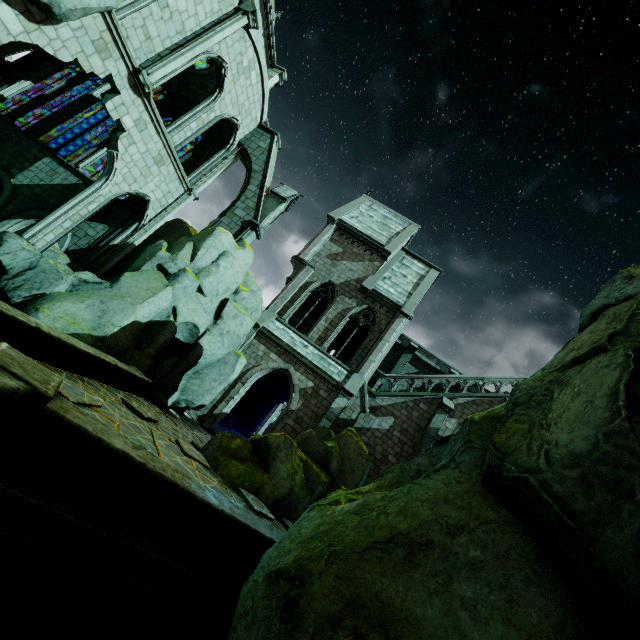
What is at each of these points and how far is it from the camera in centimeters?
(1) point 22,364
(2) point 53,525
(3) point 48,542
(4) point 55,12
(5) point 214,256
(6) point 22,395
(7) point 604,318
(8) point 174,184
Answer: (1) column base, 418cm
(2) wall trim, 411cm
(3) bridge, 404cm
(4) rock, 918cm
(5) rock, 1483cm
(6) wall trim, 372cm
(7) rock, 471cm
(8) building, 1678cm

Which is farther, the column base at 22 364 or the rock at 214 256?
the rock at 214 256

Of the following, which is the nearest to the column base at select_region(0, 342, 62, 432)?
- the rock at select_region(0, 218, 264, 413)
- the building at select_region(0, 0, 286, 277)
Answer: the rock at select_region(0, 218, 264, 413)

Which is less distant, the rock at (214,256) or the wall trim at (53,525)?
the wall trim at (53,525)

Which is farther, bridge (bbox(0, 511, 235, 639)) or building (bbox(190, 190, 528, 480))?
building (bbox(190, 190, 528, 480))

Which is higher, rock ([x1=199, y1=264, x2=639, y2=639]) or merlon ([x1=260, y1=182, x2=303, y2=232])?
merlon ([x1=260, y1=182, x2=303, y2=232])

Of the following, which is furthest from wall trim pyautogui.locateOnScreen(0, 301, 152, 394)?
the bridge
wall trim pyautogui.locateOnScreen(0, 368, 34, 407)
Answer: wall trim pyautogui.locateOnScreen(0, 368, 34, 407)

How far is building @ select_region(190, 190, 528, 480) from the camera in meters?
18.1 m
